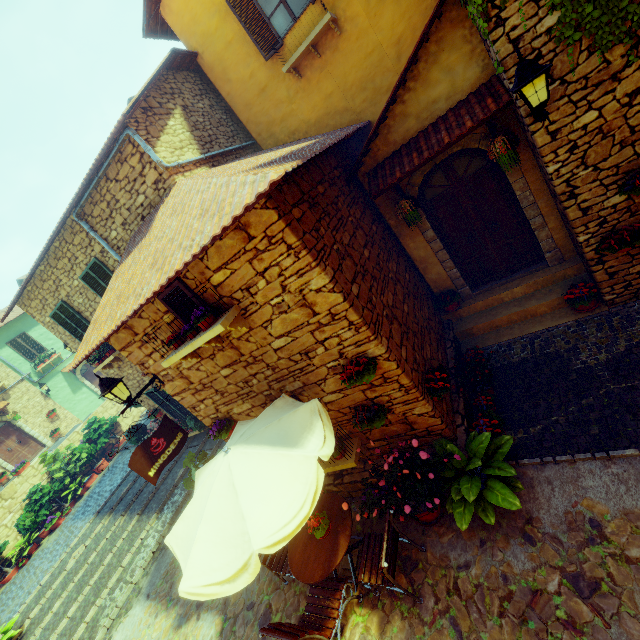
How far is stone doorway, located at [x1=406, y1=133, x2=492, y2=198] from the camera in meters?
5.5

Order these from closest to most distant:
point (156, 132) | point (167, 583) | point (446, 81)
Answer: point (446, 81), point (156, 132), point (167, 583)

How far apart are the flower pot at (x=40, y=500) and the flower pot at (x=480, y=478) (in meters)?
16.00

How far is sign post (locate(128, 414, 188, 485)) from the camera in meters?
5.1

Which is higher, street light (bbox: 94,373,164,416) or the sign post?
street light (bbox: 94,373,164,416)

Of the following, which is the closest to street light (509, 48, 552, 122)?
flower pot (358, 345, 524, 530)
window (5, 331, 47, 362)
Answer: flower pot (358, 345, 524, 530)

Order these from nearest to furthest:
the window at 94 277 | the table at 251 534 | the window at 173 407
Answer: the table at 251 534 → the window at 94 277 → the window at 173 407

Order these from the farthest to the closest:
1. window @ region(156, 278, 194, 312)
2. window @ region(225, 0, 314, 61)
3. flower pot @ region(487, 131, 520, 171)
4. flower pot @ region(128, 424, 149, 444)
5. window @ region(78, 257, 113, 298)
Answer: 1. flower pot @ region(128, 424, 149, 444)
2. window @ region(78, 257, 113, 298)
3. window @ region(225, 0, 314, 61)
4. flower pot @ region(487, 131, 520, 171)
5. window @ region(156, 278, 194, 312)
